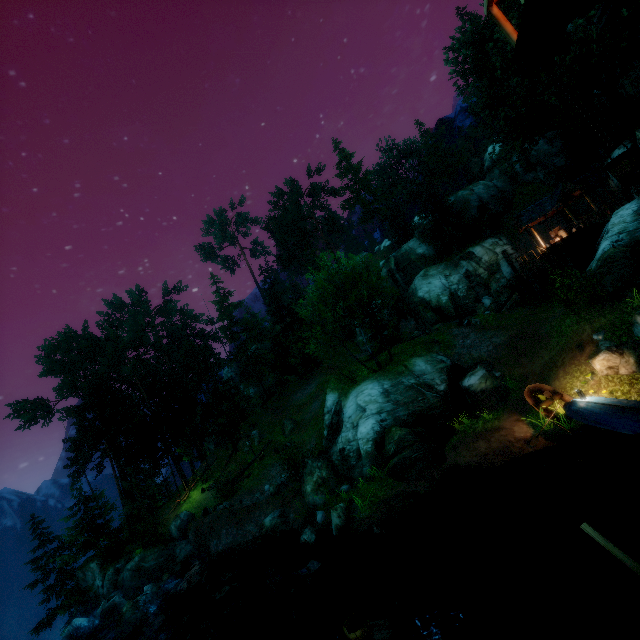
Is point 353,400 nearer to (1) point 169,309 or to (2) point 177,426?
(2) point 177,426

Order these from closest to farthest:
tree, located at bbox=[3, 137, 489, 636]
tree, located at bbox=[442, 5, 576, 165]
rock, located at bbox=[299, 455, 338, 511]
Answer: rock, located at bbox=[299, 455, 338, 511], tree, located at bbox=[442, 5, 576, 165], tree, located at bbox=[3, 137, 489, 636]

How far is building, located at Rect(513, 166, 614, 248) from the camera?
26.88m

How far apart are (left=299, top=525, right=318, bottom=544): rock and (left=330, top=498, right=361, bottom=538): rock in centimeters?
104cm

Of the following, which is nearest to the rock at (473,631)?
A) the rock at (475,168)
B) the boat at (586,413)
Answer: the boat at (586,413)

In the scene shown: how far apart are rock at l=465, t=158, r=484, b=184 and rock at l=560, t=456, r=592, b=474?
58.5m

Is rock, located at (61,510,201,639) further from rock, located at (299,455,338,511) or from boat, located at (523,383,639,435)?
boat, located at (523,383,639,435)

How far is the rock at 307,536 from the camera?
16.0m
